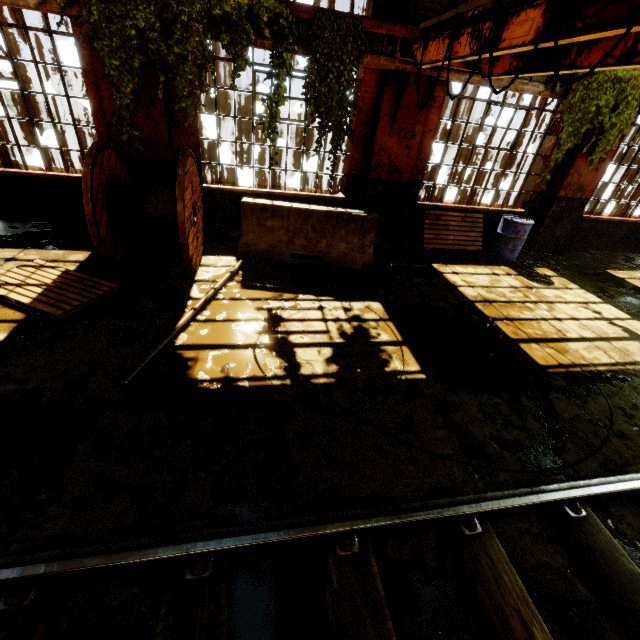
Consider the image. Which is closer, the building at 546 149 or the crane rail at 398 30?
the crane rail at 398 30

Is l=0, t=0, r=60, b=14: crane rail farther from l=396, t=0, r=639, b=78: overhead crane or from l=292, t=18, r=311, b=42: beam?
l=396, t=0, r=639, b=78: overhead crane

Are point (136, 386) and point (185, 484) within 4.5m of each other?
yes

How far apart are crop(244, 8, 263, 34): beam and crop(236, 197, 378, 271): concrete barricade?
2.5 meters

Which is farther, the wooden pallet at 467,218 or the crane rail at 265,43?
the wooden pallet at 467,218

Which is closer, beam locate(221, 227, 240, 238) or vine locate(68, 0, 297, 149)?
vine locate(68, 0, 297, 149)

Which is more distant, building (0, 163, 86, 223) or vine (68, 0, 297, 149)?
building (0, 163, 86, 223)

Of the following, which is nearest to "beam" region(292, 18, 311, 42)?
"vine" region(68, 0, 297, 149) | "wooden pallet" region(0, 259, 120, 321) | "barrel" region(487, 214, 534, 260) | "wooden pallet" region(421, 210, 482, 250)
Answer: "vine" region(68, 0, 297, 149)
